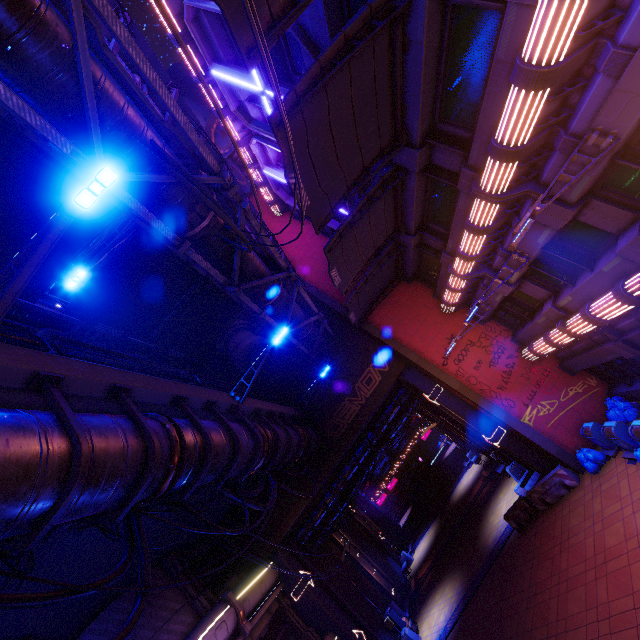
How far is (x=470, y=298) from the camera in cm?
1717

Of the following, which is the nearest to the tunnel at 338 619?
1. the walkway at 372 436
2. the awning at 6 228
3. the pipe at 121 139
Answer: the walkway at 372 436

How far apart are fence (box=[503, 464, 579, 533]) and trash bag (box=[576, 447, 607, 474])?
0.5m

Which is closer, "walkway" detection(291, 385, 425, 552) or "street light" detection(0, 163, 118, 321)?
"street light" detection(0, 163, 118, 321)

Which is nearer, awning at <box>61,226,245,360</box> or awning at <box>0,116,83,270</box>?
awning at <box>0,116,83,270</box>

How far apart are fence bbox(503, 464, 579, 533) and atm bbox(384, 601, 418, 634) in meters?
11.2 m

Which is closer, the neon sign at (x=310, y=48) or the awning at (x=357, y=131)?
the awning at (x=357, y=131)

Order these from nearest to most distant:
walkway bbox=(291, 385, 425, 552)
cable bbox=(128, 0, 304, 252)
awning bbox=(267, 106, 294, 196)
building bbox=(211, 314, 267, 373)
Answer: cable bbox=(128, 0, 304, 252) < awning bbox=(267, 106, 294, 196) < building bbox=(211, 314, 267, 373) < walkway bbox=(291, 385, 425, 552)
